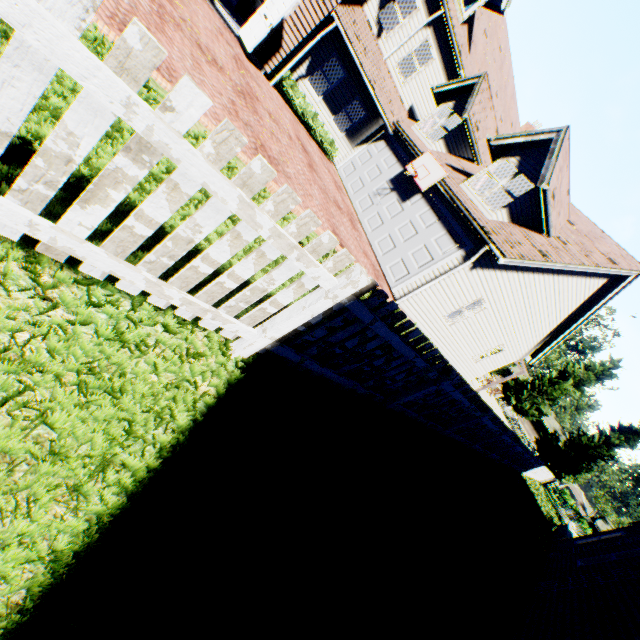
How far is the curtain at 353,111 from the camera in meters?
15.4 m

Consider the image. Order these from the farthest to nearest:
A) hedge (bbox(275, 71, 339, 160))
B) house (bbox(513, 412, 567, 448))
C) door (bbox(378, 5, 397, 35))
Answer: house (bbox(513, 412, 567, 448))
door (bbox(378, 5, 397, 35))
hedge (bbox(275, 71, 339, 160))

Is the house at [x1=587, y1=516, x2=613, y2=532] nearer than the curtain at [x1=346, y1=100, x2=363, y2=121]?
No

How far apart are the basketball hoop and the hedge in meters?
4.4 m

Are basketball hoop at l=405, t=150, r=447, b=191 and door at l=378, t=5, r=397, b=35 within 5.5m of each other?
no

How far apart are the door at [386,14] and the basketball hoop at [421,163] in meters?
7.5

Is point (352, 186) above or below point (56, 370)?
above

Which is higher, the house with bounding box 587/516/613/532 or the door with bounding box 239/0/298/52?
the house with bounding box 587/516/613/532
